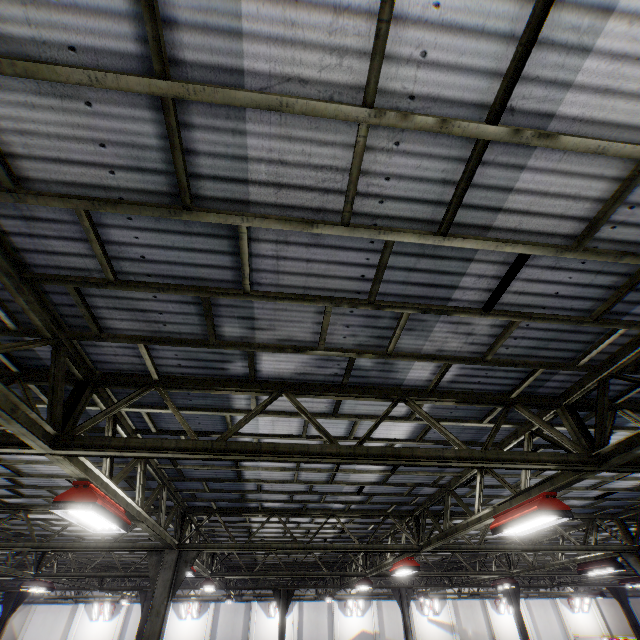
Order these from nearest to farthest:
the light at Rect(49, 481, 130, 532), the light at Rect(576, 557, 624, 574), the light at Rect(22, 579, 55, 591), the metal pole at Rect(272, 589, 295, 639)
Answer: the light at Rect(49, 481, 130, 532)
the light at Rect(576, 557, 624, 574)
the light at Rect(22, 579, 55, 591)
the metal pole at Rect(272, 589, 295, 639)

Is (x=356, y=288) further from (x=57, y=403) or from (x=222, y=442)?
(x=57, y=403)

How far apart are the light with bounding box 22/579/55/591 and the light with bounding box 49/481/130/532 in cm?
1436

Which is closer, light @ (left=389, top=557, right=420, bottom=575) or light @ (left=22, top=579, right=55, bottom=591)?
light @ (left=389, top=557, right=420, bottom=575)

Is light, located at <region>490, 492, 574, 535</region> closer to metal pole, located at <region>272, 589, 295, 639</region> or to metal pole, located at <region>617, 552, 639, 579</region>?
metal pole, located at <region>617, 552, 639, 579</region>

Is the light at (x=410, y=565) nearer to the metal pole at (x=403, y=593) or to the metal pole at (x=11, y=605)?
the metal pole at (x=403, y=593)

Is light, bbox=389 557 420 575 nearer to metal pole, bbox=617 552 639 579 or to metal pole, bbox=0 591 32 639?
metal pole, bbox=617 552 639 579

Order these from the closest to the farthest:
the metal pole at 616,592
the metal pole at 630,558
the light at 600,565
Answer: the metal pole at 630,558, the light at 600,565, the metal pole at 616,592
